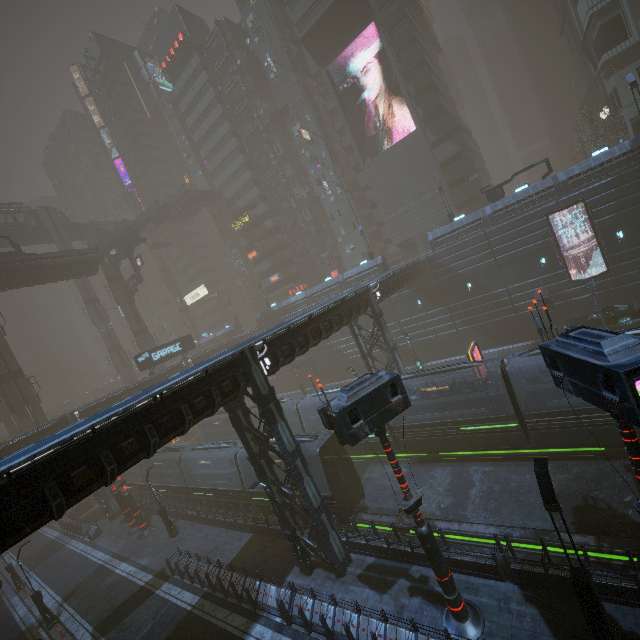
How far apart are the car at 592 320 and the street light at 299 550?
27.66m

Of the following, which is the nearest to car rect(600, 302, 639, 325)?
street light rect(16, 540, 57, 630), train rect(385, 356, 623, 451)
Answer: train rect(385, 356, 623, 451)

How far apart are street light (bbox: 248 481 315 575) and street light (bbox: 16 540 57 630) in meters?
18.0

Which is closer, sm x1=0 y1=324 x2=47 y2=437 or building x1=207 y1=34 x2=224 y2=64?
sm x1=0 y1=324 x2=47 y2=437

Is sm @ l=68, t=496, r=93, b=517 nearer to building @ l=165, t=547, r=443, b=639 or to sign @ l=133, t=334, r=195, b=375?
building @ l=165, t=547, r=443, b=639

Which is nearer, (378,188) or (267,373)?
(267,373)

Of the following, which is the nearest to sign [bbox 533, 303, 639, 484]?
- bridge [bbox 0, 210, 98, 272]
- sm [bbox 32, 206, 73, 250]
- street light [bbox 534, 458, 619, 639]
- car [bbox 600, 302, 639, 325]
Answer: street light [bbox 534, 458, 619, 639]

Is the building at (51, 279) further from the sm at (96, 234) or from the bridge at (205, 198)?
the bridge at (205, 198)
